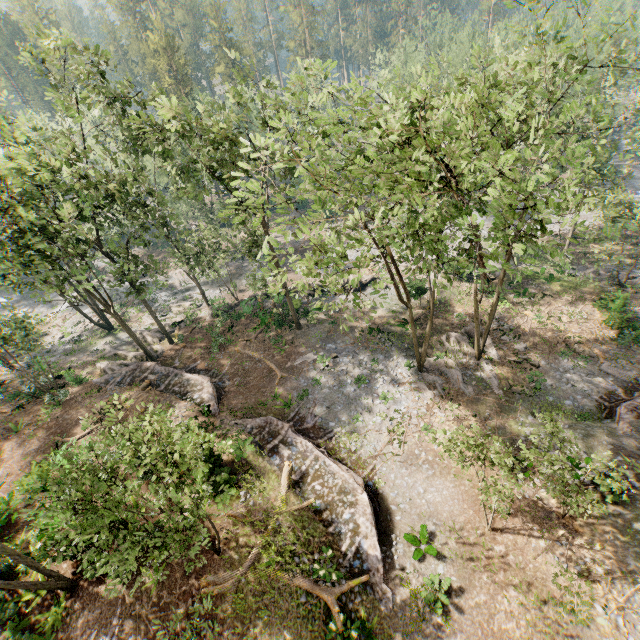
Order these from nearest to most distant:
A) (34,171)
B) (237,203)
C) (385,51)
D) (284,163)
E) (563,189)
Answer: (284,163) < (563,189) < (34,171) < (237,203) < (385,51)

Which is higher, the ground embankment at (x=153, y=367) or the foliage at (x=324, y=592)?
the foliage at (x=324, y=592)

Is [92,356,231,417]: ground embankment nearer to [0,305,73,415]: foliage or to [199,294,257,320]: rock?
[0,305,73,415]: foliage

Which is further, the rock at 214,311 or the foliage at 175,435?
the rock at 214,311

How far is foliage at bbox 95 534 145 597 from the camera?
8.7m

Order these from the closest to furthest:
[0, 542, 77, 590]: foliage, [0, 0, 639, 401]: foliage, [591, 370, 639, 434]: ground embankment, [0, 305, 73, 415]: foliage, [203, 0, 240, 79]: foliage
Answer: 1. [0, 0, 639, 401]: foliage
2. [0, 542, 77, 590]: foliage
3. [591, 370, 639, 434]: ground embankment
4. [0, 305, 73, 415]: foliage
5. [203, 0, 240, 79]: foliage

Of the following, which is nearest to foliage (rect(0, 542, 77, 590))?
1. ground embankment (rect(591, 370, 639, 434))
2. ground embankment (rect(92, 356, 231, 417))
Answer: ground embankment (rect(92, 356, 231, 417))
